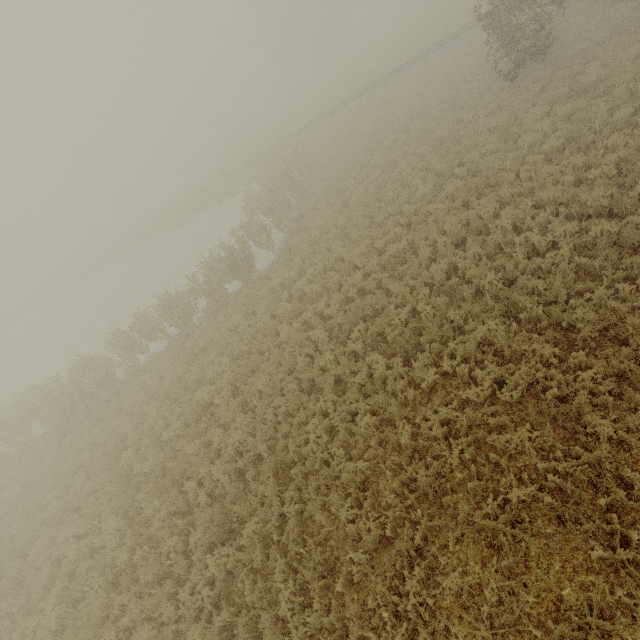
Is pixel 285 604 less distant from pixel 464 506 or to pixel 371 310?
pixel 464 506
